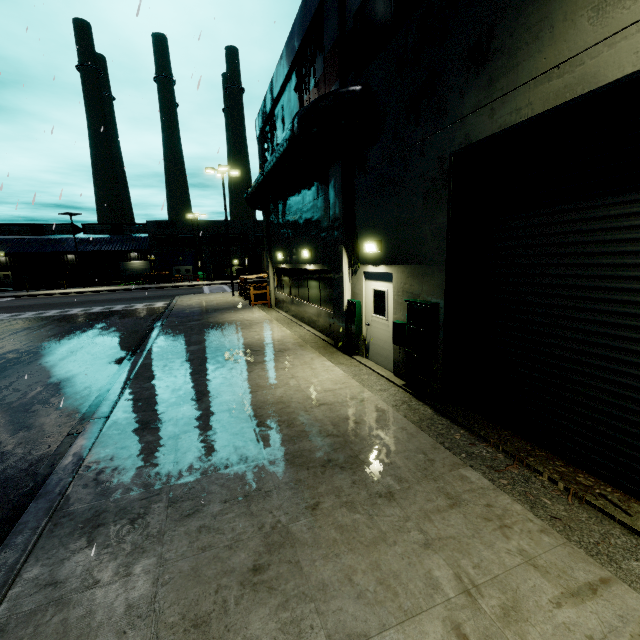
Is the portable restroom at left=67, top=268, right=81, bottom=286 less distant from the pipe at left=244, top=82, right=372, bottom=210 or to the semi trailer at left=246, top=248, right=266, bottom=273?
the semi trailer at left=246, top=248, right=266, bottom=273

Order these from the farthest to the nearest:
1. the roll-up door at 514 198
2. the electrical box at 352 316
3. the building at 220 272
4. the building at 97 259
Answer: the building at 97 259, the building at 220 272, the electrical box at 352 316, the roll-up door at 514 198

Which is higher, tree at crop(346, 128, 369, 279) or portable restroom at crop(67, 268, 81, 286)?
tree at crop(346, 128, 369, 279)

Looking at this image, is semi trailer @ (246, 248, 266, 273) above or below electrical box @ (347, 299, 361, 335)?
above

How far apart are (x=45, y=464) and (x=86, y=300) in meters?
31.8 m

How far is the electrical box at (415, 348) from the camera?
6.11m

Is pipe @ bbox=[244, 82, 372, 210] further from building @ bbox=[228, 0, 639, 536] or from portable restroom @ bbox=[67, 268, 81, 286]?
portable restroom @ bbox=[67, 268, 81, 286]

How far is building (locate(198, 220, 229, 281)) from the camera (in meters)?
48.28
